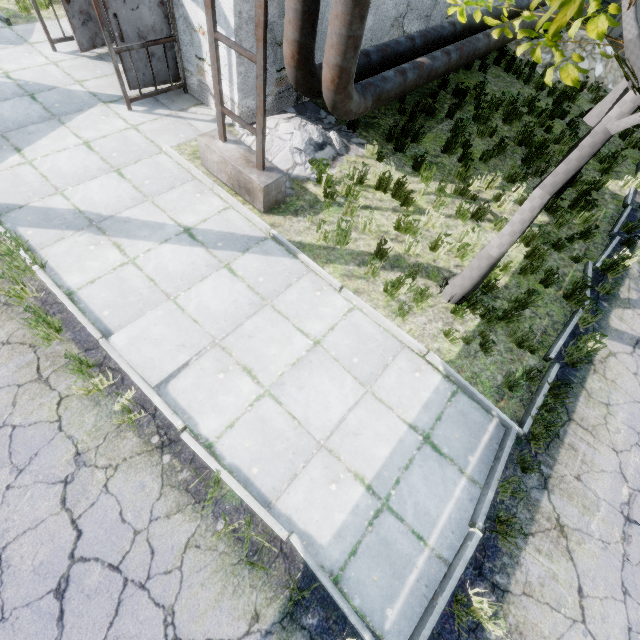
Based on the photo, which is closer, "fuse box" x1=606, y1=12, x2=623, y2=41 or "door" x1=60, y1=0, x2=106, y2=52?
"door" x1=60, y1=0, x2=106, y2=52

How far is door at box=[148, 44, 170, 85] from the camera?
6.9m

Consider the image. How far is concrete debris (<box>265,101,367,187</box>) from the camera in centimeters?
662cm

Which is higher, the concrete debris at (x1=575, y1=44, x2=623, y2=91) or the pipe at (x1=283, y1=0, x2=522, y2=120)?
the pipe at (x1=283, y1=0, x2=522, y2=120)

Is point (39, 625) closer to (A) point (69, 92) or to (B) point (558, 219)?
(A) point (69, 92)

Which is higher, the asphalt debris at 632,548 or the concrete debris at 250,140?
the concrete debris at 250,140

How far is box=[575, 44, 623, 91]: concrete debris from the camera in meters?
12.1

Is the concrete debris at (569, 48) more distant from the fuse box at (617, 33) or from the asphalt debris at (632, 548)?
the asphalt debris at (632, 548)
